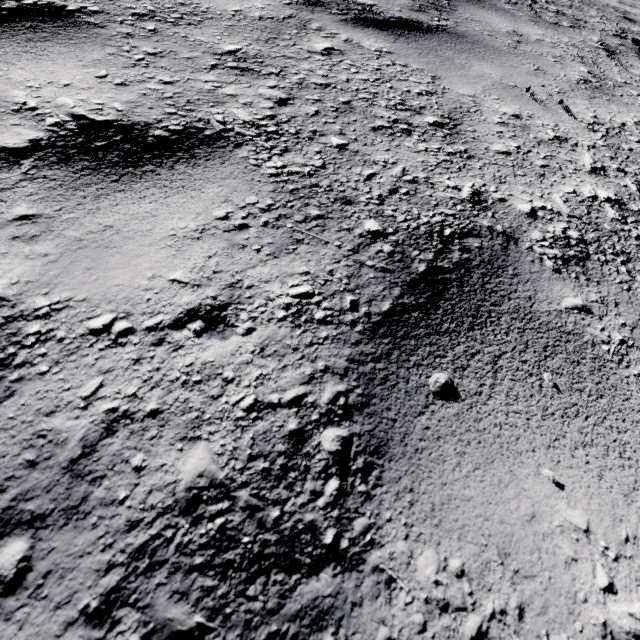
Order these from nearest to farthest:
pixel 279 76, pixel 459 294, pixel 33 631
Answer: pixel 33 631
pixel 459 294
pixel 279 76
